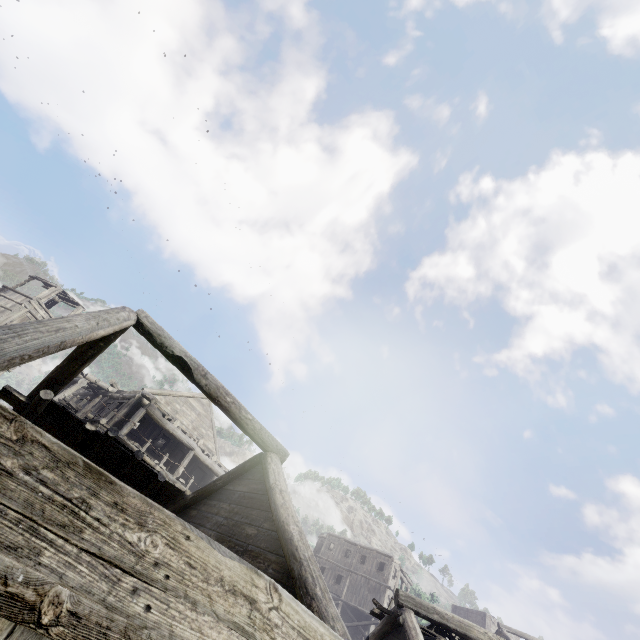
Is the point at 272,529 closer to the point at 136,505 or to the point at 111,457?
the point at 136,505
